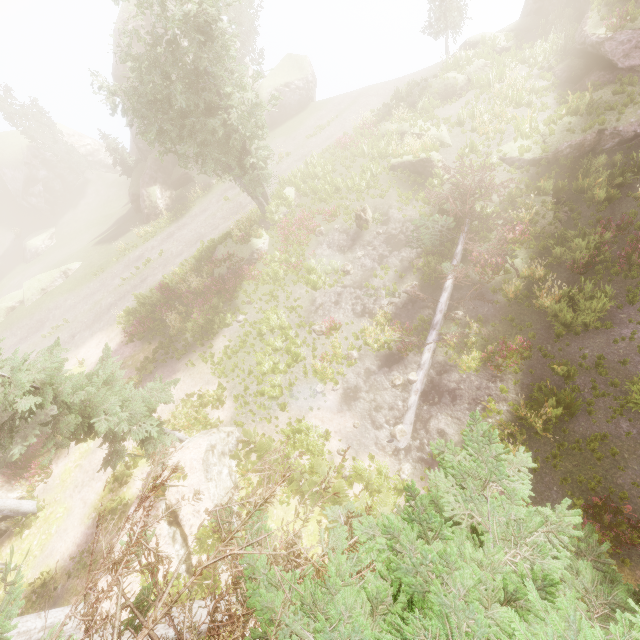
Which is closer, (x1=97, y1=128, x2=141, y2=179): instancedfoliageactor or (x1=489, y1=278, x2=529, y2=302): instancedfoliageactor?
(x1=489, y1=278, x2=529, y2=302): instancedfoliageactor

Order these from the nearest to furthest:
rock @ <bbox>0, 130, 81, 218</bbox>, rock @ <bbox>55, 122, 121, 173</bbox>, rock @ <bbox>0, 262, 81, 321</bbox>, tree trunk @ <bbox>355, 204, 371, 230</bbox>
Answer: tree trunk @ <bbox>355, 204, 371, 230</bbox>
rock @ <bbox>0, 262, 81, 321</bbox>
rock @ <bbox>0, 130, 81, 218</bbox>
rock @ <bbox>55, 122, 121, 173</bbox>

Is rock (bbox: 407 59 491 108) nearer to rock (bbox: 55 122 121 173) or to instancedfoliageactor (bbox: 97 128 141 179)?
instancedfoliageactor (bbox: 97 128 141 179)

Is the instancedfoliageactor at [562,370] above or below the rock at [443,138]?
below

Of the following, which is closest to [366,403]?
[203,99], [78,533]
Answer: [78,533]

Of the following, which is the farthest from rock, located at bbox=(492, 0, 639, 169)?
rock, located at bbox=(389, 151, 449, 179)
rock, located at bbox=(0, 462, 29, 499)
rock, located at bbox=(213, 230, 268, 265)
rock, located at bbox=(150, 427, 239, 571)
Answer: rock, located at bbox=(0, 462, 29, 499)

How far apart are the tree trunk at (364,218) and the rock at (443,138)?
5.90m

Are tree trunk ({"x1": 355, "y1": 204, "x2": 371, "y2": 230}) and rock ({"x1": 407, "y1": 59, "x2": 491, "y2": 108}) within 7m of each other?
no
